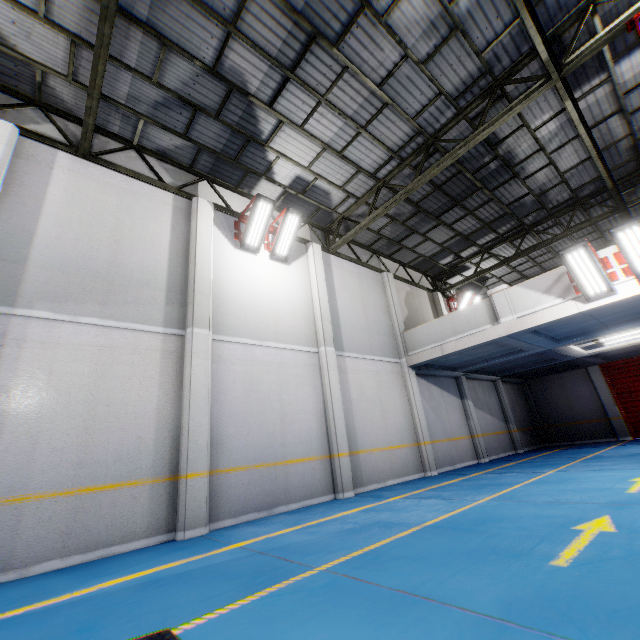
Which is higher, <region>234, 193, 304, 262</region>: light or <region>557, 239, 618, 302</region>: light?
<region>234, 193, 304, 262</region>: light

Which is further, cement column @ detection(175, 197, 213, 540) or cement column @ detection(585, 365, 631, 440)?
cement column @ detection(585, 365, 631, 440)

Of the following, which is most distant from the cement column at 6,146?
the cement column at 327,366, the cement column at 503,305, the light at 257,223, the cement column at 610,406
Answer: the cement column at 610,406

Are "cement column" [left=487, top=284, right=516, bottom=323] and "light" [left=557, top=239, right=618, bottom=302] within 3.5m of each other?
yes

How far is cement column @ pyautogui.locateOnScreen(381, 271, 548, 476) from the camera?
11.3 meters

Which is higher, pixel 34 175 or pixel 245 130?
pixel 245 130

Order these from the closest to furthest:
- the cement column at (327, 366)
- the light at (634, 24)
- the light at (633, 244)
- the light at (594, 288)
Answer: the light at (634, 24) → the light at (633, 244) → the light at (594, 288) → the cement column at (327, 366)

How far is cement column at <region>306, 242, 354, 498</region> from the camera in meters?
8.5 m
